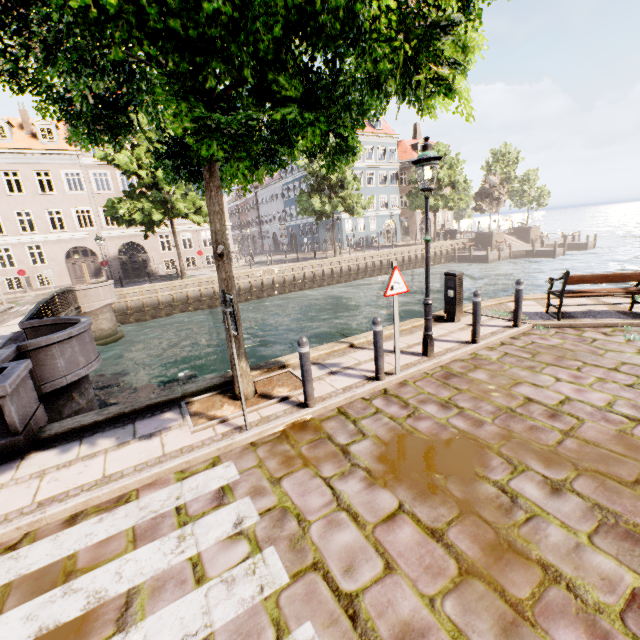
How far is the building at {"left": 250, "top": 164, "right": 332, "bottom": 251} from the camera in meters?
42.5 m

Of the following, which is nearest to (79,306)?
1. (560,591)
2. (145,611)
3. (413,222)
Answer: (145,611)

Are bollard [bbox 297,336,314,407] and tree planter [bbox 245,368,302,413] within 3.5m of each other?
yes

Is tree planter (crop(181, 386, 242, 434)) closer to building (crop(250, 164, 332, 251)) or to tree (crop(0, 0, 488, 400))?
tree (crop(0, 0, 488, 400))

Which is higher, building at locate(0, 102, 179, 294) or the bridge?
building at locate(0, 102, 179, 294)

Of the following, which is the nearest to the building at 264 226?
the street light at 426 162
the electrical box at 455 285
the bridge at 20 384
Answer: the street light at 426 162

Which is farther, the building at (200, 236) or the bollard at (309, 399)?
the building at (200, 236)

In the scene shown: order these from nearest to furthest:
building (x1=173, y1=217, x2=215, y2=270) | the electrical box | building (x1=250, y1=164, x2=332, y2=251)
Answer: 1. the electrical box
2. building (x1=173, y1=217, x2=215, y2=270)
3. building (x1=250, y1=164, x2=332, y2=251)
